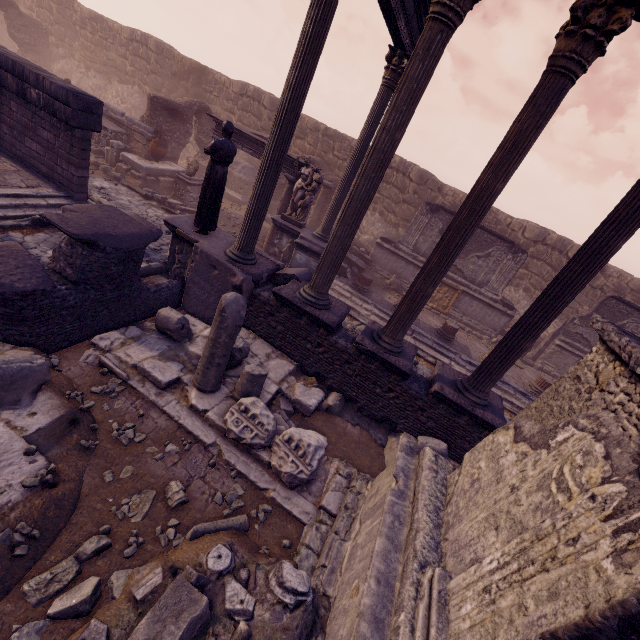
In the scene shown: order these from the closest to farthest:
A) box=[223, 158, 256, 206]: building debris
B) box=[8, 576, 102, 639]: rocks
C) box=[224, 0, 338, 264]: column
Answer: box=[8, 576, 102, 639]: rocks < box=[224, 0, 338, 264]: column < box=[223, 158, 256, 206]: building debris

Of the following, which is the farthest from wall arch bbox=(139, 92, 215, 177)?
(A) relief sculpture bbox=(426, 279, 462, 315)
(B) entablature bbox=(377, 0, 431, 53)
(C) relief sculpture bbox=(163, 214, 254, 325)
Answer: (A) relief sculpture bbox=(426, 279, 462, 315)

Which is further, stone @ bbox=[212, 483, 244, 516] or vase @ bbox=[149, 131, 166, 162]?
vase @ bbox=[149, 131, 166, 162]

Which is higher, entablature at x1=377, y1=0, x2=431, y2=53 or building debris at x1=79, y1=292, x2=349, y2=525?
entablature at x1=377, y1=0, x2=431, y2=53

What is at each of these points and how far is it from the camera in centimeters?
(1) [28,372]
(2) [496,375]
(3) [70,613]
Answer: (1) building debris, 396cm
(2) column, 578cm
(3) rocks, 280cm

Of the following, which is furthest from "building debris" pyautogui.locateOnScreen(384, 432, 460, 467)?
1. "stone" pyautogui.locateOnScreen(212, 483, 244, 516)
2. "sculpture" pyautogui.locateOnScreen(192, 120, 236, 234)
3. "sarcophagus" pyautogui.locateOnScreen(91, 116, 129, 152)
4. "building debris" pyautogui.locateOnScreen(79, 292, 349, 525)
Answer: "sarcophagus" pyautogui.locateOnScreen(91, 116, 129, 152)

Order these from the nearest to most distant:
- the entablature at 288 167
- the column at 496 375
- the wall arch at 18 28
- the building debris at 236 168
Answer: the column at 496 375, the entablature at 288 167, the building debris at 236 168, the wall arch at 18 28

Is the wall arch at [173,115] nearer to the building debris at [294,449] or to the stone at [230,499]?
the building debris at [294,449]
